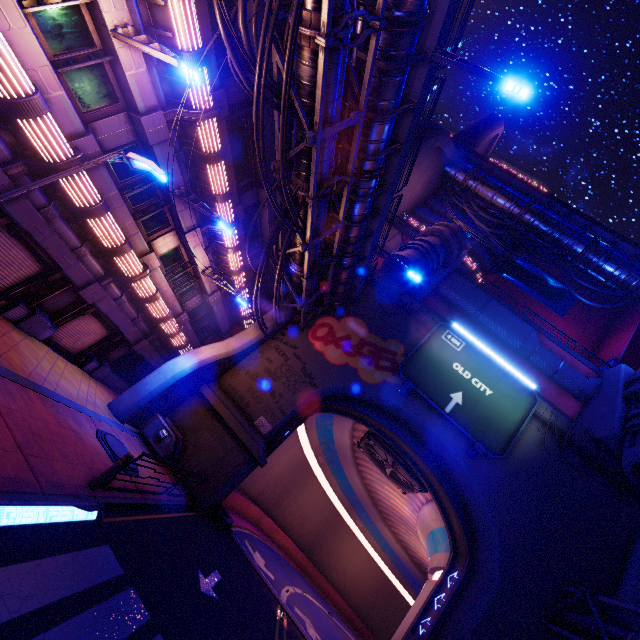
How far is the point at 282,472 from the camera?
30.88m

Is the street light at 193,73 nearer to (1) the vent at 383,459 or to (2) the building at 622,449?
(1) the vent at 383,459

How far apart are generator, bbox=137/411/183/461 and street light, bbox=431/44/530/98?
18.77m

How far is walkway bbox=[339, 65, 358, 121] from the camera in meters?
11.5 m

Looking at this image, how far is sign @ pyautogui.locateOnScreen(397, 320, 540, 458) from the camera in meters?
18.8 m

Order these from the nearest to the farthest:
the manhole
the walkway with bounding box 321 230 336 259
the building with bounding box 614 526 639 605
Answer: the manhole < the building with bounding box 614 526 639 605 < the walkway with bounding box 321 230 336 259

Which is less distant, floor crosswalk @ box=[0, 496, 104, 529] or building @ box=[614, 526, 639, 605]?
floor crosswalk @ box=[0, 496, 104, 529]

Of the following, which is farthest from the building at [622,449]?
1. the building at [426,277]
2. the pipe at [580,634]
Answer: the building at [426,277]
